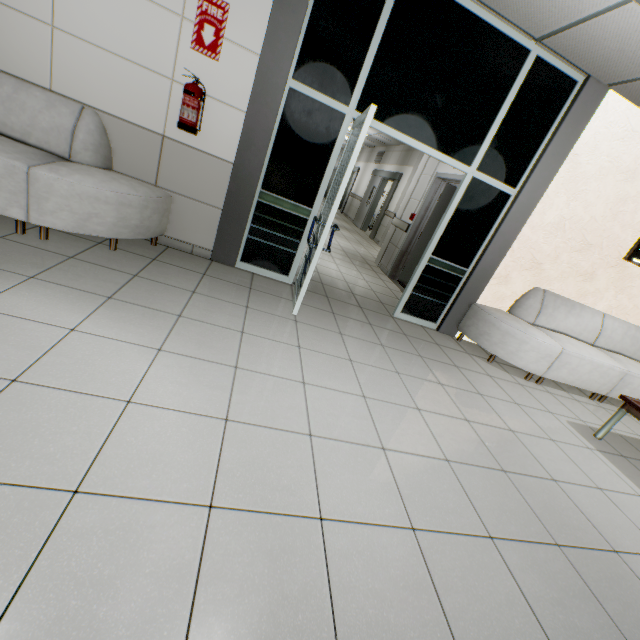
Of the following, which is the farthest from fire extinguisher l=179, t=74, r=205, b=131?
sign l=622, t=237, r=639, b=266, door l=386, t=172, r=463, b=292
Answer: sign l=622, t=237, r=639, b=266

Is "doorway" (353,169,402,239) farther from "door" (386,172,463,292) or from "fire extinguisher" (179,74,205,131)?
"fire extinguisher" (179,74,205,131)

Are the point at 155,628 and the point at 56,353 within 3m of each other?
yes

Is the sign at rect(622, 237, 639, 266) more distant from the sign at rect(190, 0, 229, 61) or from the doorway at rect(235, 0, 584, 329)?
the sign at rect(190, 0, 229, 61)

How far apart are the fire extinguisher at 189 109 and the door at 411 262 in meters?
3.8

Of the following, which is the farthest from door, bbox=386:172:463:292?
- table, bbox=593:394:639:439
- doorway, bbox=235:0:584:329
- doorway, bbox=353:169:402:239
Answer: doorway, bbox=353:169:402:239

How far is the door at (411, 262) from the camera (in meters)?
6.10

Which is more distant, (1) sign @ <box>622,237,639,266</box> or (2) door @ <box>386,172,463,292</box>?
(2) door @ <box>386,172,463,292</box>
